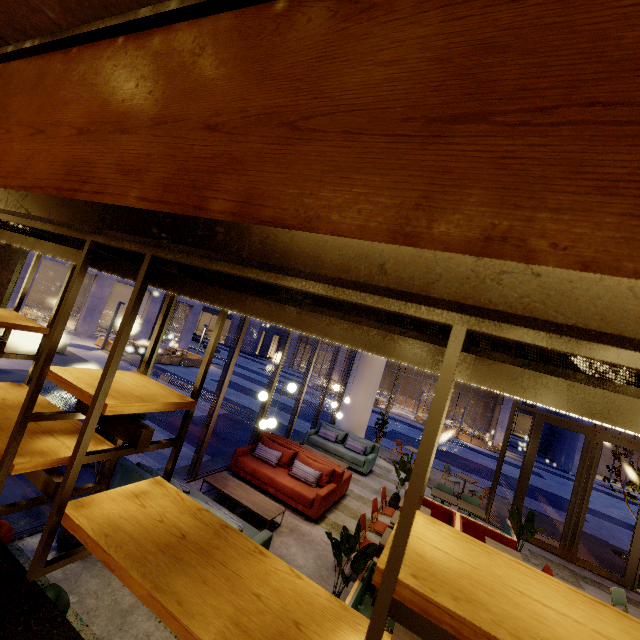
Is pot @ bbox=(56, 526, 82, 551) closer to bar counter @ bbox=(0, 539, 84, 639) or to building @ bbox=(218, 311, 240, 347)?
bar counter @ bbox=(0, 539, 84, 639)

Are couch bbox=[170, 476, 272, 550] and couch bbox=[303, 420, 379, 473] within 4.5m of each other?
no

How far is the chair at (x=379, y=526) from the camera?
5.6 meters

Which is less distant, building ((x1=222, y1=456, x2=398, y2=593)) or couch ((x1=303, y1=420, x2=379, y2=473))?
building ((x1=222, y1=456, x2=398, y2=593))

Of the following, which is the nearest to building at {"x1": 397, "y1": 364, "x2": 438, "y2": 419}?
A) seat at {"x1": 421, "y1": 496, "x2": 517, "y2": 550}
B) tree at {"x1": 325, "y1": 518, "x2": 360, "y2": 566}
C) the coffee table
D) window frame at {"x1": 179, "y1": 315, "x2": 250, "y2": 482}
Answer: window frame at {"x1": 179, "y1": 315, "x2": 250, "y2": 482}

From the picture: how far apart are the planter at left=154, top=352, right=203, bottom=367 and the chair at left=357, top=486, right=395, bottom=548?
16.4 meters

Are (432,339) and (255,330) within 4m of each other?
no

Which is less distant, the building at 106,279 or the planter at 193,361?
the planter at 193,361
